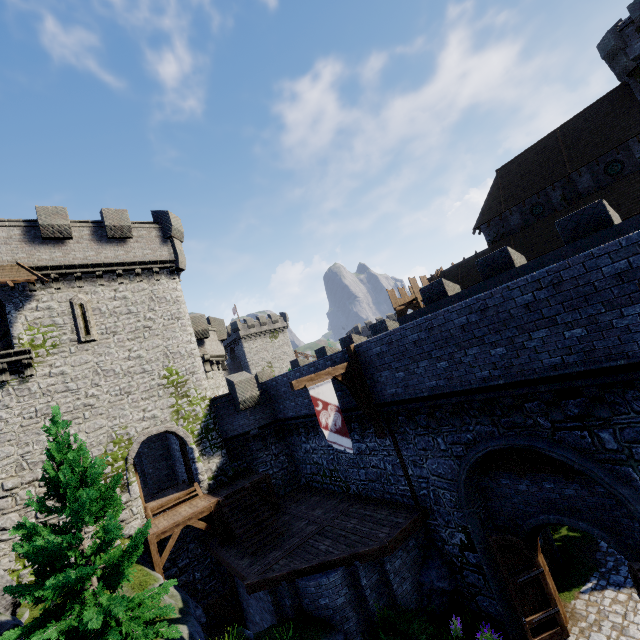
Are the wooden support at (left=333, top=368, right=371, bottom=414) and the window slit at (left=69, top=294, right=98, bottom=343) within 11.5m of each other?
no

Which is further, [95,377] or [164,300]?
[164,300]

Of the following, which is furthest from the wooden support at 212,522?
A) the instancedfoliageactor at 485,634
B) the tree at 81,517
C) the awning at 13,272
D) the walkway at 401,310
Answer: the walkway at 401,310

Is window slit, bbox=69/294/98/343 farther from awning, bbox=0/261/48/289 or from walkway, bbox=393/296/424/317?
walkway, bbox=393/296/424/317

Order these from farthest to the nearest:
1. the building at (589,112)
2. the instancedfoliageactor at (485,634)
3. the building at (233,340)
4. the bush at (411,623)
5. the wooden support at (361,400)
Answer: the building at (233,340), the building at (589,112), the wooden support at (361,400), the instancedfoliageactor at (485,634), the bush at (411,623)

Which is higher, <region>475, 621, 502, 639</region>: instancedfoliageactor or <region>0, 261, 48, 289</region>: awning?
<region>0, 261, 48, 289</region>: awning

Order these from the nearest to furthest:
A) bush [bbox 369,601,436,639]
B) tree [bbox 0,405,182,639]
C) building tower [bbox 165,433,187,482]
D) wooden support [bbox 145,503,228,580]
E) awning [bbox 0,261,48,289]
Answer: tree [bbox 0,405,182,639] < bush [bbox 369,601,436,639] < wooden support [bbox 145,503,228,580] < awning [bbox 0,261,48,289] < building tower [bbox 165,433,187,482]

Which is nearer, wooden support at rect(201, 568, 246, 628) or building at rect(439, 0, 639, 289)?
wooden support at rect(201, 568, 246, 628)
